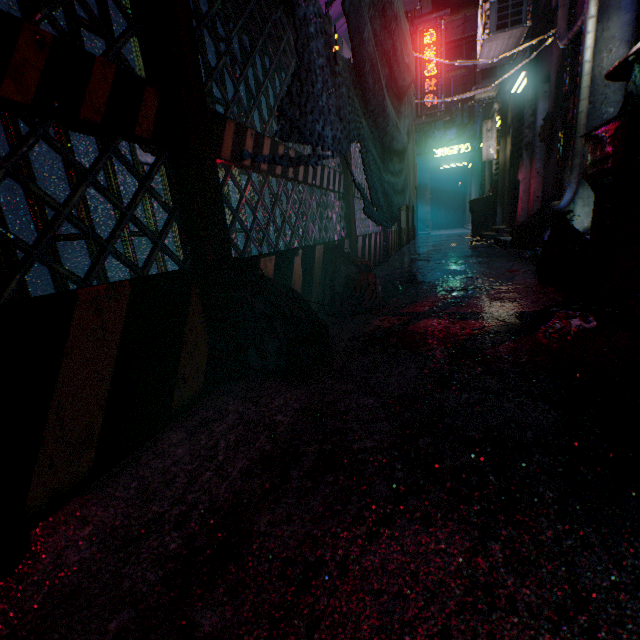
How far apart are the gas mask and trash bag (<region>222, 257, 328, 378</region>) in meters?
0.8 m

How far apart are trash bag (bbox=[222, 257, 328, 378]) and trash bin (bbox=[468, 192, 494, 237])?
7.2 meters

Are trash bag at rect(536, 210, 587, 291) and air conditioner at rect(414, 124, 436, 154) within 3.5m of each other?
no

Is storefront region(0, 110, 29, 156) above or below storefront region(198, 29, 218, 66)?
below

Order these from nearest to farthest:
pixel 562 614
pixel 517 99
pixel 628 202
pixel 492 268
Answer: pixel 562 614, pixel 628 202, pixel 492 268, pixel 517 99

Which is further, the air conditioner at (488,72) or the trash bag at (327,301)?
the air conditioner at (488,72)

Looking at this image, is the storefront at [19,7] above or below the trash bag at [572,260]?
above

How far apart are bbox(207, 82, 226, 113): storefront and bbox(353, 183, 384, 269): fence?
0.7 meters
